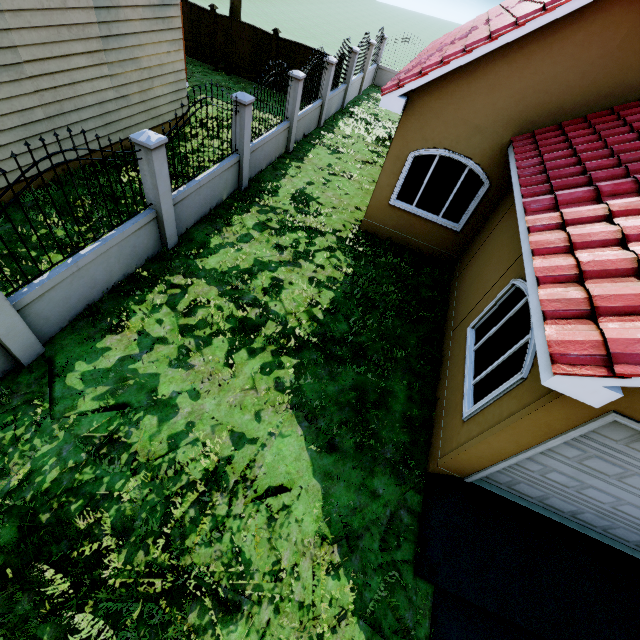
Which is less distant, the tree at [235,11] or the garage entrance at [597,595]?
the garage entrance at [597,595]

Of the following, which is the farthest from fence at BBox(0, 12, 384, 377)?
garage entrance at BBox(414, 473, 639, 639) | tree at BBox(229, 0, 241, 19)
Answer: garage entrance at BBox(414, 473, 639, 639)

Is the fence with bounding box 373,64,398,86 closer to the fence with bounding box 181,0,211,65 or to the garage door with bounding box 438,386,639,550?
the fence with bounding box 181,0,211,65

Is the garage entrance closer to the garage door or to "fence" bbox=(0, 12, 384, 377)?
the garage door

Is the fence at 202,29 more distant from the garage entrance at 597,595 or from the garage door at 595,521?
the garage door at 595,521

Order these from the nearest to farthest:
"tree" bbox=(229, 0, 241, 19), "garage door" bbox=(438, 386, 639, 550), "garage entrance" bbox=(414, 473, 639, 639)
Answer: "garage door" bbox=(438, 386, 639, 550)
"garage entrance" bbox=(414, 473, 639, 639)
"tree" bbox=(229, 0, 241, 19)

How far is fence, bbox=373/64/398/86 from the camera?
19.64m

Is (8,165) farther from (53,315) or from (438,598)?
(438,598)
